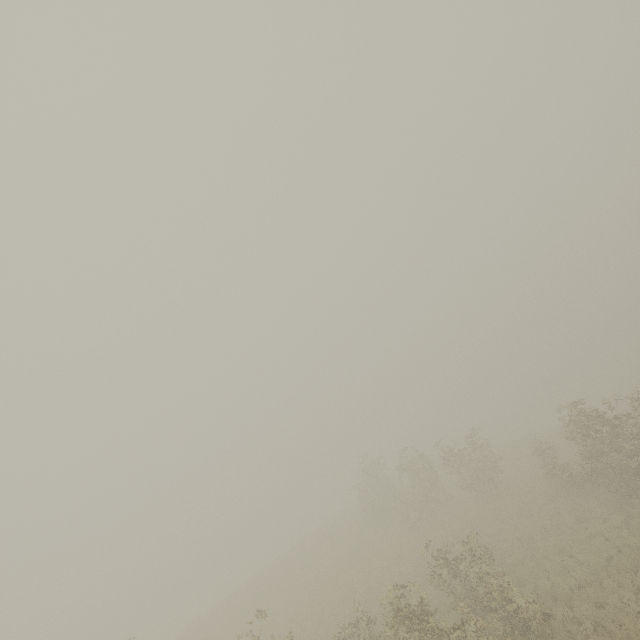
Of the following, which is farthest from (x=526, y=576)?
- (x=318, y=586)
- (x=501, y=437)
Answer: (x=501, y=437)
